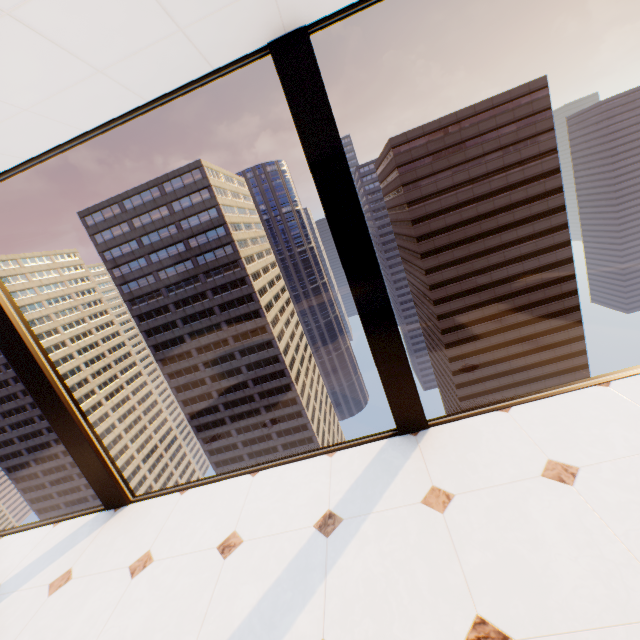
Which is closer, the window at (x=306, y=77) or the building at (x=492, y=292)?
the window at (x=306, y=77)

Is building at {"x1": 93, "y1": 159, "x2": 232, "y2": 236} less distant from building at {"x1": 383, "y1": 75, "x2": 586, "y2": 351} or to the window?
building at {"x1": 383, "y1": 75, "x2": 586, "y2": 351}

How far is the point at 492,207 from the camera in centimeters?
5384cm

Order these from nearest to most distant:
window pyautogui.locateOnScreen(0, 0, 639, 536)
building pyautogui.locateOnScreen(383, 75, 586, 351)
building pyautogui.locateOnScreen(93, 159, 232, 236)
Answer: window pyautogui.locateOnScreen(0, 0, 639, 536)
building pyautogui.locateOnScreen(383, 75, 586, 351)
building pyautogui.locateOnScreen(93, 159, 232, 236)

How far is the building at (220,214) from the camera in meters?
57.5 m

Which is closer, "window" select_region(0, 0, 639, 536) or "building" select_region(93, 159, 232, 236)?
"window" select_region(0, 0, 639, 536)

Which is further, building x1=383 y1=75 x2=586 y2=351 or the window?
building x1=383 y1=75 x2=586 y2=351
